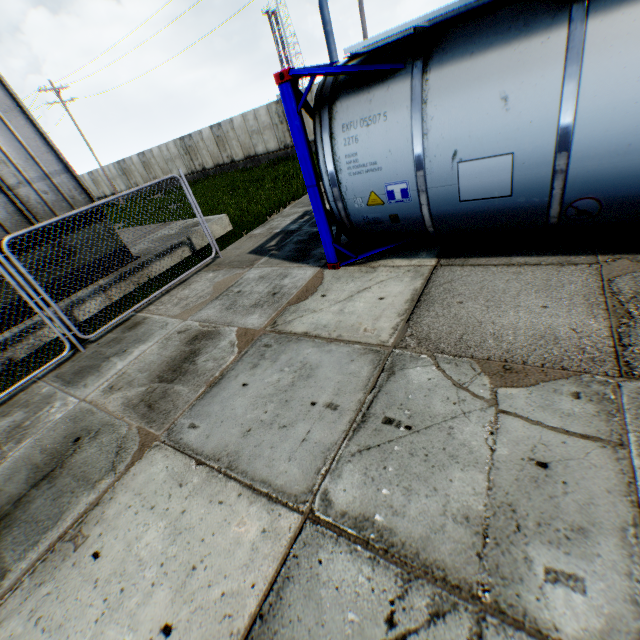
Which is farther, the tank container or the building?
the building

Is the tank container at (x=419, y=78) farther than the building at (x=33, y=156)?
No

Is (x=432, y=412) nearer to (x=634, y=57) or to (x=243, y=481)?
(x=243, y=481)
